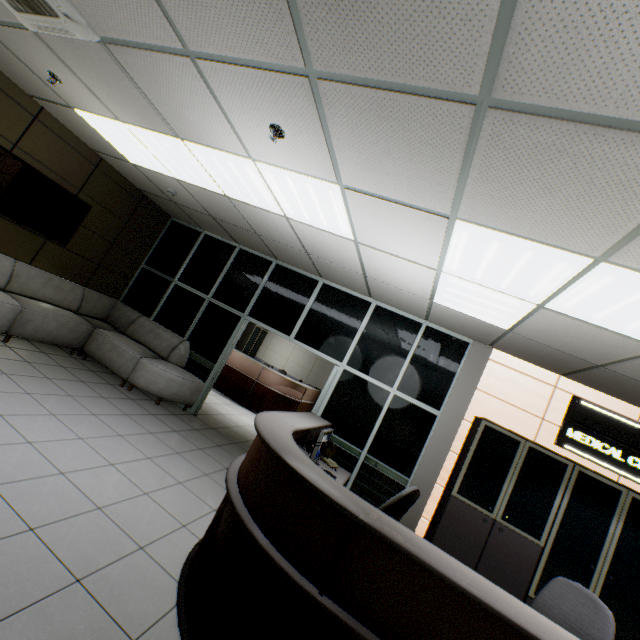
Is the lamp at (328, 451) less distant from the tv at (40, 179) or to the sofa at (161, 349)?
the sofa at (161, 349)

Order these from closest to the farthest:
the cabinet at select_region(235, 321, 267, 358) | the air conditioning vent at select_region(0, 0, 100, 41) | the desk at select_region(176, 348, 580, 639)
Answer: the desk at select_region(176, 348, 580, 639) < the air conditioning vent at select_region(0, 0, 100, 41) < the cabinet at select_region(235, 321, 267, 358)

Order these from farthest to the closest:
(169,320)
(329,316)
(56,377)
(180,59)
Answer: (169,320)
(329,316)
(56,377)
(180,59)

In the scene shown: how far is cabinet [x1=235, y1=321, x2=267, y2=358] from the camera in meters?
11.4

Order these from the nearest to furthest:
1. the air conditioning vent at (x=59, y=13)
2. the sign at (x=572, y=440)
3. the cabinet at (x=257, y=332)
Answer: the air conditioning vent at (x=59, y=13), the sign at (x=572, y=440), the cabinet at (x=257, y=332)

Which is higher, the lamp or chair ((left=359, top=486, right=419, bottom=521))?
the lamp

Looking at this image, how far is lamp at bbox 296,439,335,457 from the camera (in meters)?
2.76

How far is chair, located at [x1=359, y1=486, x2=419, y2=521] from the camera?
2.9 meters
